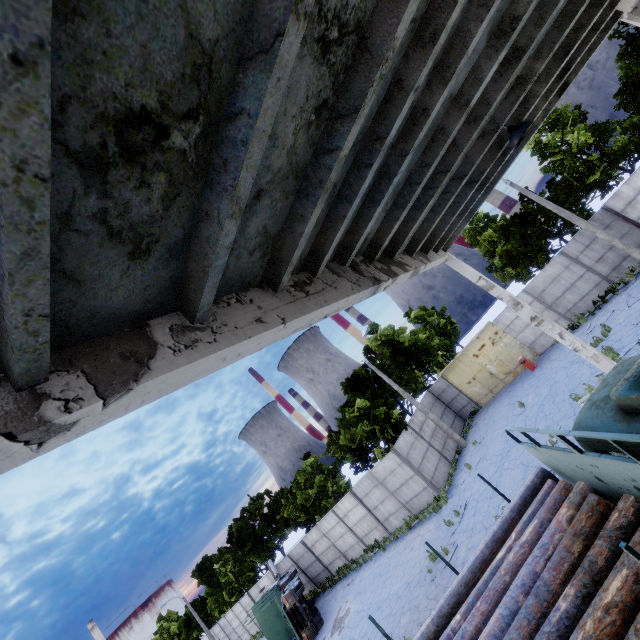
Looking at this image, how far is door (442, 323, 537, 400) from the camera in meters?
22.8 m

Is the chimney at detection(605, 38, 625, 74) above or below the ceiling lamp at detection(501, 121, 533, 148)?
above

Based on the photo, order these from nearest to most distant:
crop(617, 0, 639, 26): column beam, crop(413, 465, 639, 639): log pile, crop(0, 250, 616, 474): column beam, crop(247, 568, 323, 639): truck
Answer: crop(0, 250, 616, 474): column beam
crop(413, 465, 639, 639): log pile
crop(617, 0, 639, 26): column beam
crop(247, 568, 323, 639): truck

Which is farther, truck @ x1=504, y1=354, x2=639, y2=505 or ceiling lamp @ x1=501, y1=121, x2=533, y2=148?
ceiling lamp @ x1=501, y1=121, x2=533, y2=148

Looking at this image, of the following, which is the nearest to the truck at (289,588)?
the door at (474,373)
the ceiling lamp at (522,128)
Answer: the door at (474,373)

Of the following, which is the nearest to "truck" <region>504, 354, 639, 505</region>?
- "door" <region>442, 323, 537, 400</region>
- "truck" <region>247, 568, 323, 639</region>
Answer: "door" <region>442, 323, 537, 400</region>

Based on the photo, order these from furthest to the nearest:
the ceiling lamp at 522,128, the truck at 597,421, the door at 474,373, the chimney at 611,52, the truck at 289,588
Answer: the chimney at 611,52 → the door at 474,373 → the truck at 289,588 → the ceiling lamp at 522,128 → the truck at 597,421

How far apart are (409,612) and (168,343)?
16.49m
